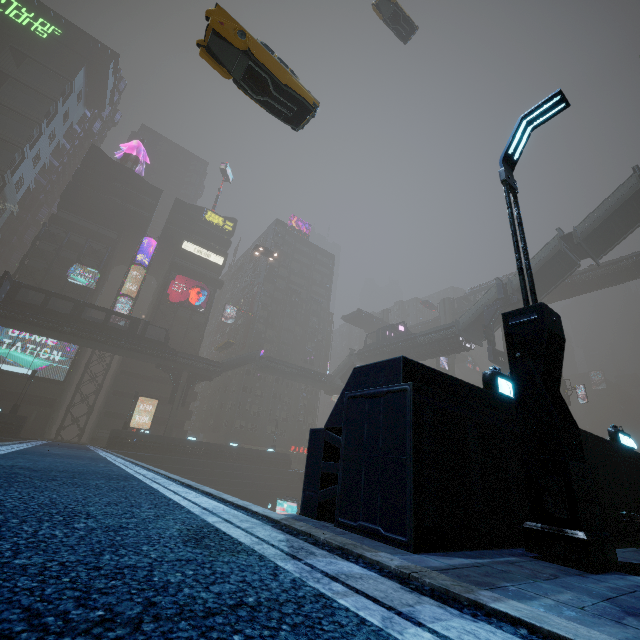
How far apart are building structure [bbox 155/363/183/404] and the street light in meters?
45.8

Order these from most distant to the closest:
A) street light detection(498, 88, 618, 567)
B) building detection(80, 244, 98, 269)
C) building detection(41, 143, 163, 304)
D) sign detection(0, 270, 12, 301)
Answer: building detection(80, 244, 98, 269)
building detection(41, 143, 163, 304)
sign detection(0, 270, 12, 301)
street light detection(498, 88, 618, 567)

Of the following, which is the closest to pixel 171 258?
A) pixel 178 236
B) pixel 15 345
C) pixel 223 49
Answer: pixel 178 236

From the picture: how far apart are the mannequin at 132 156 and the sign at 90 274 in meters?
22.4

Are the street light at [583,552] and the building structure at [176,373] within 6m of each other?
no

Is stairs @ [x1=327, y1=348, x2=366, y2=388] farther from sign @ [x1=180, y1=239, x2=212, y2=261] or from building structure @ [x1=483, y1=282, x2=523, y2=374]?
sign @ [x1=180, y1=239, x2=212, y2=261]

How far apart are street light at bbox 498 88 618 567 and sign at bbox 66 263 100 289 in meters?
53.9

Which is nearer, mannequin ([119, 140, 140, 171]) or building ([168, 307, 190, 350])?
building ([168, 307, 190, 350])
